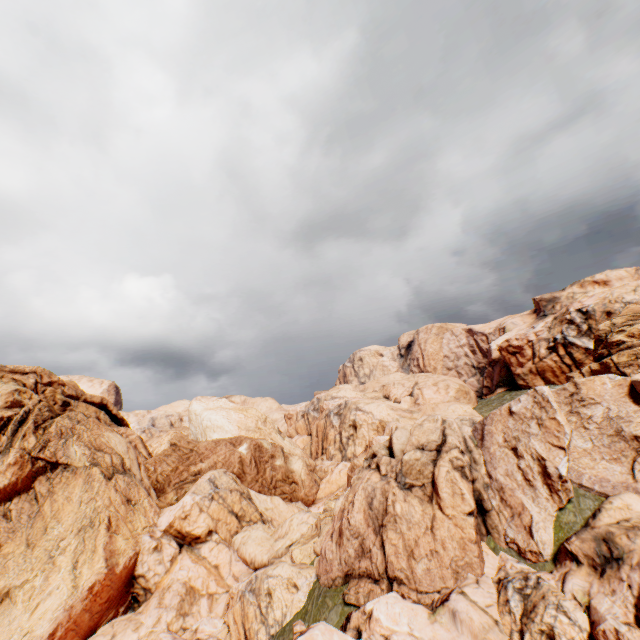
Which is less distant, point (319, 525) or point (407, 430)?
point (407, 430)
